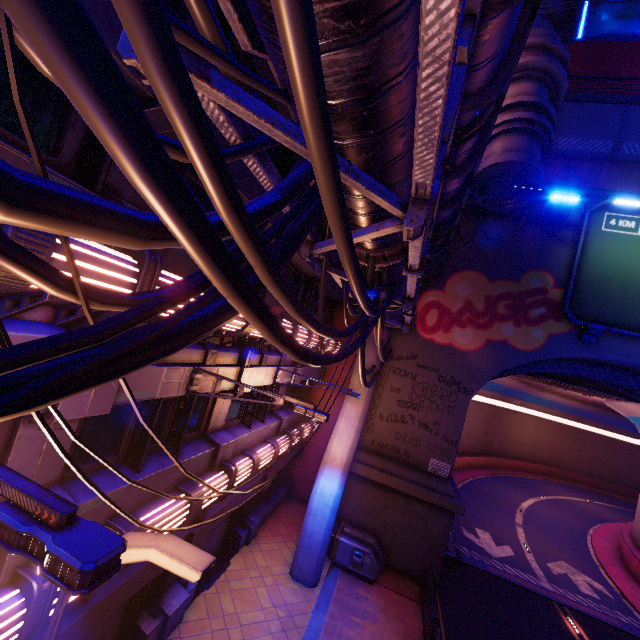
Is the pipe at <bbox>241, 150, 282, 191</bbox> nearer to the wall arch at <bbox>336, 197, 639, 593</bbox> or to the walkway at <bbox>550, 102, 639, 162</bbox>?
the wall arch at <bbox>336, 197, 639, 593</bbox>

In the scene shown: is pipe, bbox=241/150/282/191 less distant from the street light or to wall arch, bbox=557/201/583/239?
wall arch, bbox=557/201/583/239

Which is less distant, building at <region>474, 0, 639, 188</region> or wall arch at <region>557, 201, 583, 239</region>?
building at <region>474, 0, 639, 188</region>

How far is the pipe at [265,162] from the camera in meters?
3.6 m

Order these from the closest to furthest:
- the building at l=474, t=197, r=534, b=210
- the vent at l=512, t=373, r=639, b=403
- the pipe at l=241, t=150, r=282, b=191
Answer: the pipe at l=241, t=150, r=282, b=191, the building at l=474, t=197, r=534, b=210, the vent at l=512, t=373, r=639, b=403

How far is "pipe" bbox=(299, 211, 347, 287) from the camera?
5.4 meters

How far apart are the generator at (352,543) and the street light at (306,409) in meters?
10.3 m

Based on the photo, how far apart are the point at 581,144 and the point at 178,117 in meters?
23.2 m
